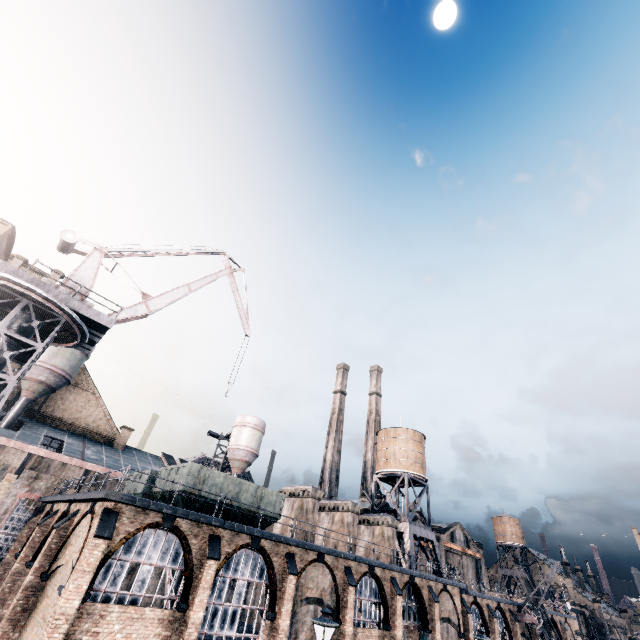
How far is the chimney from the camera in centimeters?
2855cm

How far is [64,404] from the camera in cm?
3944

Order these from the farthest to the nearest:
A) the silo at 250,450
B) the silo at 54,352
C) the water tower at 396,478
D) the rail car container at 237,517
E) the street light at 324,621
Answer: the silo at 250,450 → the water tower at 396,478 → the silo at 54,352 → the rail car container at 237,517 → the street light at 324,621

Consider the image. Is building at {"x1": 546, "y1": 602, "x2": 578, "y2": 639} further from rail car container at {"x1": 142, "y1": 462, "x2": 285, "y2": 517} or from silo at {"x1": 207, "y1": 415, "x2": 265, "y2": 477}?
silo at {"x1": 207, "y1": 415, "x2": 265, "y2": 477}

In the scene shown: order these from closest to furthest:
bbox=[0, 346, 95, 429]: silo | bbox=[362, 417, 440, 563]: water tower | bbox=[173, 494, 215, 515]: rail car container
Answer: bbox=[173, 494, 215, 515]: rail car container < bbox=[0, 346, 95, 429]: silo < bbox=[362, 417, 440, 563]: water tower

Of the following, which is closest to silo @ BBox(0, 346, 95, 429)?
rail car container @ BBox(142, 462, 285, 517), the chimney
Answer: rail car container @ BBox(142, 462, 285, 517)

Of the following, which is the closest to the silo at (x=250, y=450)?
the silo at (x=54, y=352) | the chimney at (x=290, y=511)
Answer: the chimney at (x=290, y=511)

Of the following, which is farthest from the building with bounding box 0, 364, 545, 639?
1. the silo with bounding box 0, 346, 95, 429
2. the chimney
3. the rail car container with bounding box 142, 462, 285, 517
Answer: the silo with bounding box 0, 346, 95, 429
